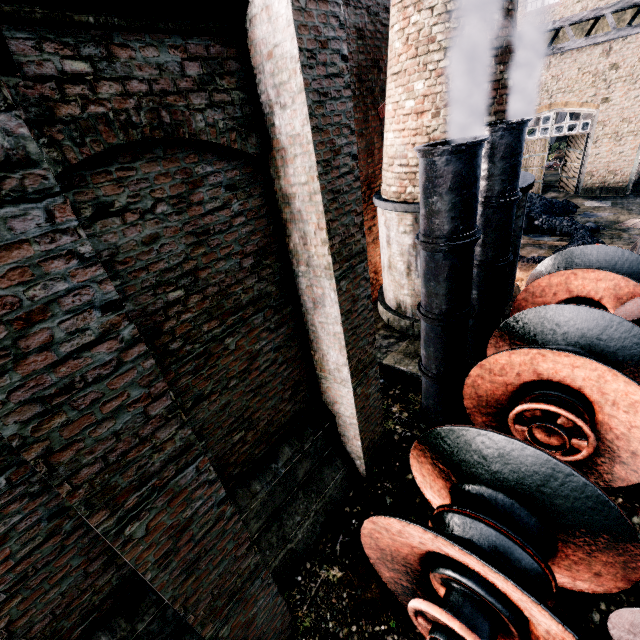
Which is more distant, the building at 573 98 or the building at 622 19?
the building at 573 98

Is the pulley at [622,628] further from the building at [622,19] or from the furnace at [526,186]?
the furnace at [526,186]

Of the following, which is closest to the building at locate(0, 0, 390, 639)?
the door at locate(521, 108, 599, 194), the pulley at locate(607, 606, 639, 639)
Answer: the door at locate(521, 108, 599, 194)

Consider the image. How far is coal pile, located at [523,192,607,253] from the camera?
14.3 meters

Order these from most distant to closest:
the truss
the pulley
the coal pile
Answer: the coal pile < the truss < the pulley

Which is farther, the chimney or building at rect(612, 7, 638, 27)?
building at rect(612, 7, 638, 27)

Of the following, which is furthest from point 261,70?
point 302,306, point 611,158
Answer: point 611,158

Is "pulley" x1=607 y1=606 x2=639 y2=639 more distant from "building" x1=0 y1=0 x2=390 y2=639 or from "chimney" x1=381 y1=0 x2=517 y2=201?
"chimney" x1=381 y1=0 x2=517 y2=201
